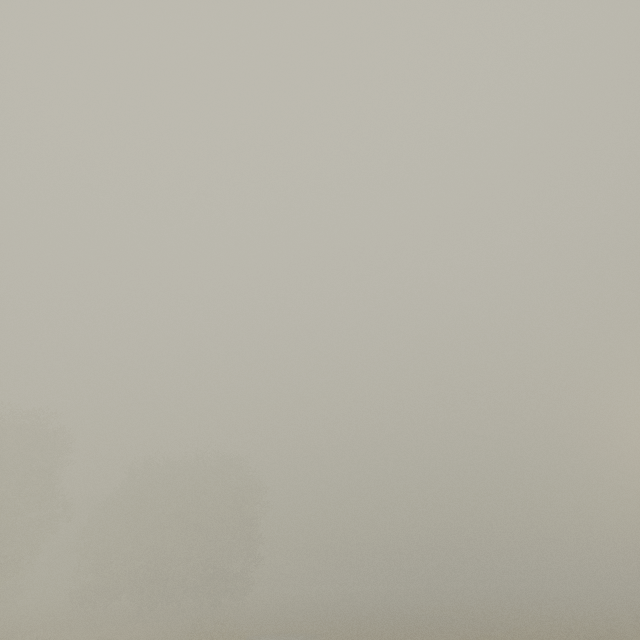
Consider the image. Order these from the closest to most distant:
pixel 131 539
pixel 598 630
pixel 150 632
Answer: pixel 598 630 < pixel 150 632 < pixel 131 539
